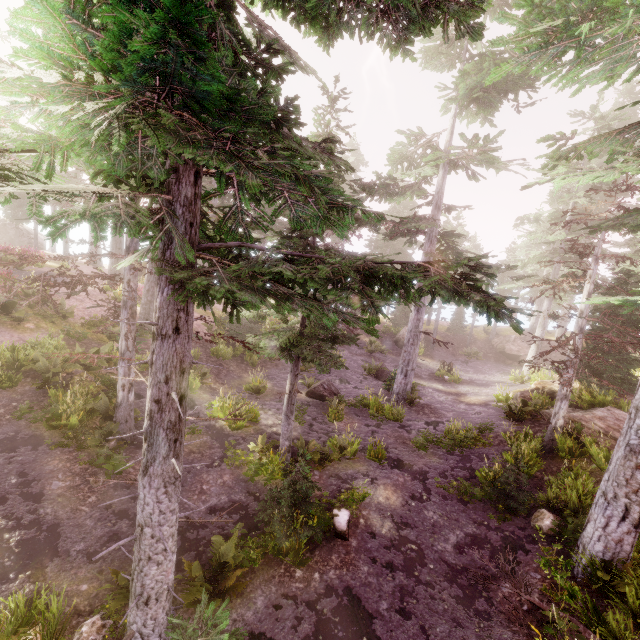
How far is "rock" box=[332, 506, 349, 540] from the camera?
8.8m

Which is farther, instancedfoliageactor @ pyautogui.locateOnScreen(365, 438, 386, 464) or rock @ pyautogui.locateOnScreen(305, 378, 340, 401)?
rock @ pyautogui.locateOnScreen(305, 378, 340, 401)

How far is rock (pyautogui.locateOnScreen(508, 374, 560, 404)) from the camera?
17.2 meters

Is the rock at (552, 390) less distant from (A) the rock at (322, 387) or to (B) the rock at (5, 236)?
(A) the rock at (322, 387)

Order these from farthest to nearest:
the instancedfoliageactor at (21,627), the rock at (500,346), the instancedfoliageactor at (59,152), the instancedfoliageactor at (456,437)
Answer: the rock at (500,346)
the instancedfoliageactor at (456,437)
the instancedfoliageactor at (21,627)
the instancedfoliageactor at (59,152)

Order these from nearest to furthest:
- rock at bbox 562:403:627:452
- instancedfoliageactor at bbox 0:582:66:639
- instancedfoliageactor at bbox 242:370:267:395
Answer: instancedfoliageactor at bbox 0:582:66:639 → rock at bbox 562:403:627:452 → instancedfoliageactor at bbox 242:370:267:395

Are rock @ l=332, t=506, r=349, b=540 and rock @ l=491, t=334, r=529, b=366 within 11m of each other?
no

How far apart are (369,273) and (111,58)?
3.3 meters
